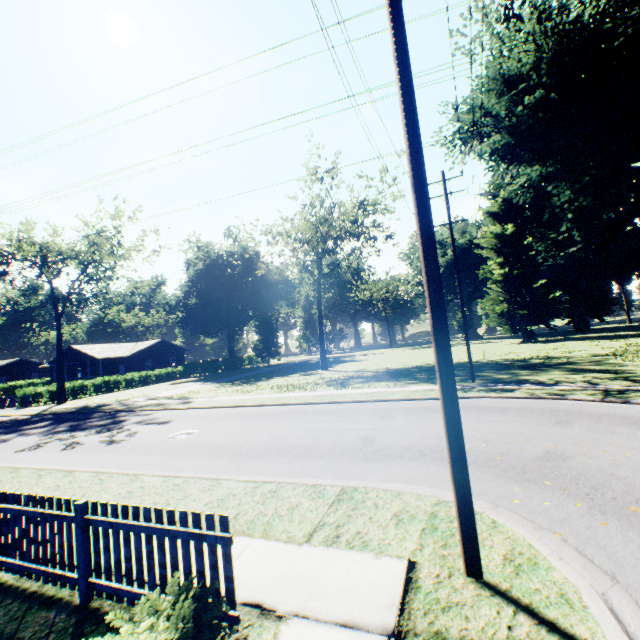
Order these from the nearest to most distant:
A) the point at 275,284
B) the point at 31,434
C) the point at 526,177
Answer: the point at 31,434 < the point at 526,177 < the point at 275,284

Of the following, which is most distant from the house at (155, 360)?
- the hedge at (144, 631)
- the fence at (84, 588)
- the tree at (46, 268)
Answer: the hedge at (144, 631)

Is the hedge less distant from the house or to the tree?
the tree

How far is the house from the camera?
45.38m

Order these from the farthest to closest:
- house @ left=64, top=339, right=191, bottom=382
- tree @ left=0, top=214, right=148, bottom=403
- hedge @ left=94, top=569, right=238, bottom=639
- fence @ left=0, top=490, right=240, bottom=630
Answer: house @ left=64, top=339, right=191, bottom=382, tree @ left=0, top=214, right=148, bottom=403, fence @ left=0, top=490, right=240, bottom=630, hedge @ left=94, top=569, right=238, bottom=639

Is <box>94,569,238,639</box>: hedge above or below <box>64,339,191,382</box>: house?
below

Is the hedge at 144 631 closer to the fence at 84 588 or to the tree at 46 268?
the fence at 84 588
